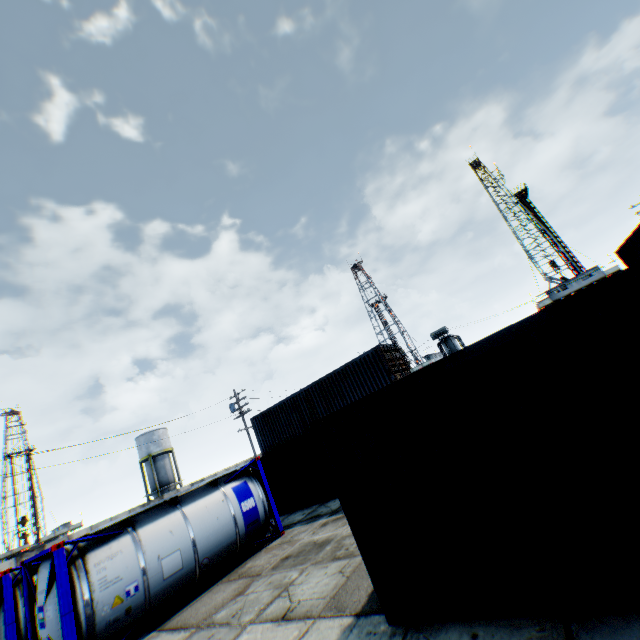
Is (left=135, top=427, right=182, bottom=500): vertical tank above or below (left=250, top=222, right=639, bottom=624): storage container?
above

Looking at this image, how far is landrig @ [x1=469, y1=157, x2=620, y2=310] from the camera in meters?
45.5 m

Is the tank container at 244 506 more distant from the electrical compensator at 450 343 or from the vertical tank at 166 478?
the vertical tank at 166 478

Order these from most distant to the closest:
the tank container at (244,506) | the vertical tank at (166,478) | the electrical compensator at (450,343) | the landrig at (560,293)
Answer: the landrig at (560,293) < the vertical tank at (166,478) < the electrical compensator at (450,343) < the tank container at (244,506)

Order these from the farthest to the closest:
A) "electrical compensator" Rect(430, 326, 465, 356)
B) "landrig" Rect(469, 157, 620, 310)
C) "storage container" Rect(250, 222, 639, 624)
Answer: "landrig" Rect(469, 157, 620, 310) → "electrical compensator" Rect(430, 326, 465, 356) → "storage container" Rect(250, 222, 639, 624)

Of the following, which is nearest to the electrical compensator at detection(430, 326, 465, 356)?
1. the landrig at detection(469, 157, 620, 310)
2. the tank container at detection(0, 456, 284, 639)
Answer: the tank container at detection(0, 456, 284, 639)

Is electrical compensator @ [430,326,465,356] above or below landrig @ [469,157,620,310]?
below

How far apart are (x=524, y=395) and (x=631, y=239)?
24.7 meters
